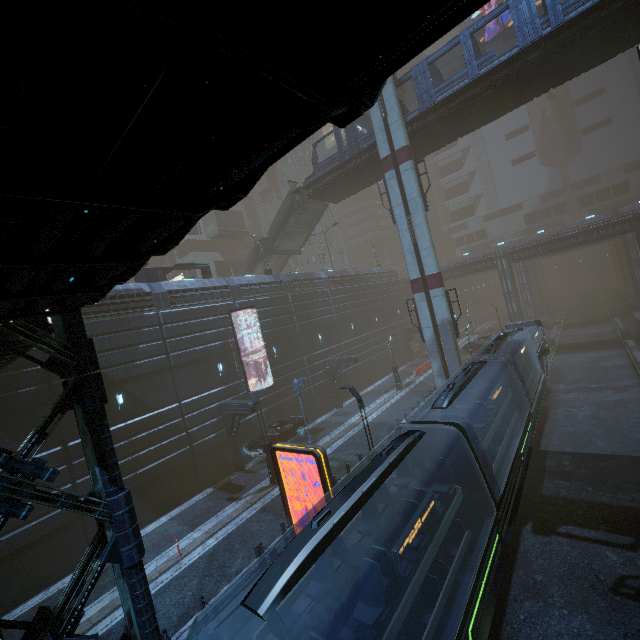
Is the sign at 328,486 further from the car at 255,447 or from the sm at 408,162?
the sm at 408,162

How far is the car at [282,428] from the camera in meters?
23.0 m

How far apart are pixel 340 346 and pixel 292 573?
29.09m

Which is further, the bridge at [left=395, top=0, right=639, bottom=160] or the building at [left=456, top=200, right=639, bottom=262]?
the building at [left=456, top=200, right=639, bottom=262]

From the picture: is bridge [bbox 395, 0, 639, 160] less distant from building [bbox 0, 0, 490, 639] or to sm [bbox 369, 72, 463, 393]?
sm [bbox 369, 72, 463, 393]

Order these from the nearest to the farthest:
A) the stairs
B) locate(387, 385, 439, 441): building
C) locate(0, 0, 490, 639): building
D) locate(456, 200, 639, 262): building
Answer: locate(0, 0, 490, 639): building, locate(387, 385, 439, 441): building, the stairs, locate(456, 200, 639, 262): building

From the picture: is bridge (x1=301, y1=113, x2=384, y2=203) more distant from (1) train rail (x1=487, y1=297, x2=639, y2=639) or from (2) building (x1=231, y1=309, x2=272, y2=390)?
(1) train rail (x1=487, y1=297, x2=639, y2=639)

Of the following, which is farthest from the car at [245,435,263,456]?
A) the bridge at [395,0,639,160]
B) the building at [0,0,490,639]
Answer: the bridge at [395,0,639,160]
